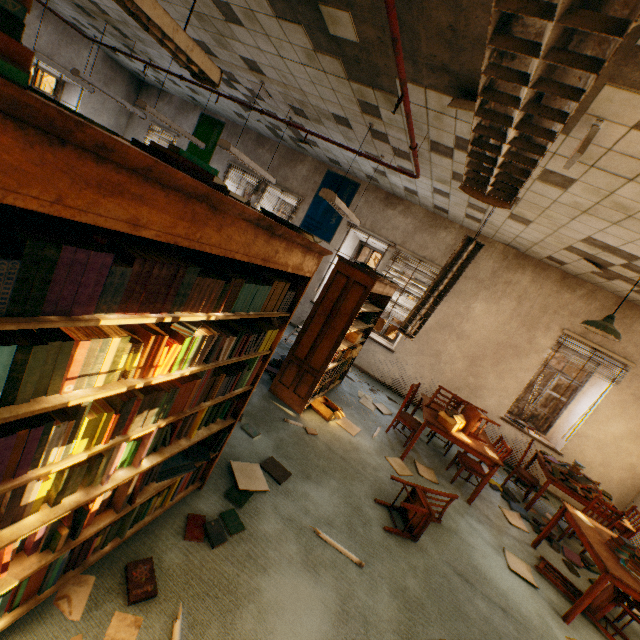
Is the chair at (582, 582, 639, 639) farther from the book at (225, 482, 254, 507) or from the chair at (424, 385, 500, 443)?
the book at (225, 482, 254, 507)

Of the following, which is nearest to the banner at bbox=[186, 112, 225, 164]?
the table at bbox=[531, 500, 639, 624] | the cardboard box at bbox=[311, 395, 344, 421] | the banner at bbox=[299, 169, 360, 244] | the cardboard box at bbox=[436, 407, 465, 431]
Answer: the banner at bbox=[299, 169, 360, 244]

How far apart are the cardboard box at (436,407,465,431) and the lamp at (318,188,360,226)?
3.36m

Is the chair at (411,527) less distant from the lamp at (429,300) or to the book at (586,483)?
the lamp at (429,300)

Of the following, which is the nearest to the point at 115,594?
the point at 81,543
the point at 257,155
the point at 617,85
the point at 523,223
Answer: the point at 81,543

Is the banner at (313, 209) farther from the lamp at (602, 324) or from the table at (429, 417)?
the lamp at (602, 324)

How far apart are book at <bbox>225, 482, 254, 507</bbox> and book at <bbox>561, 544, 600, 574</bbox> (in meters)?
4.57

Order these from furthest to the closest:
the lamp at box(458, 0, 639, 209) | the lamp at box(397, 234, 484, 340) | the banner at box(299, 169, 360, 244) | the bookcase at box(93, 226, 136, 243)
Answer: the banner at box(299, 169, 360, 244) < the lamp at box(397, 234, 484, 340) < the bookcase at box(93, 226, 136, 243) < the lamp at box(458, 0, 639, 209)
